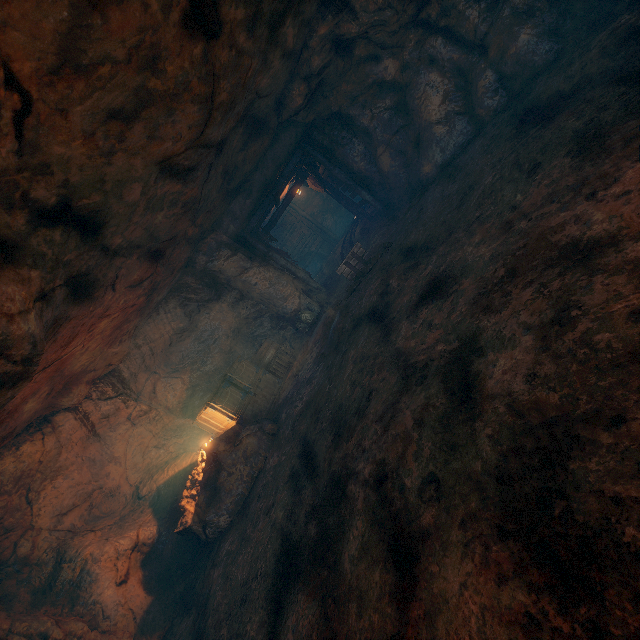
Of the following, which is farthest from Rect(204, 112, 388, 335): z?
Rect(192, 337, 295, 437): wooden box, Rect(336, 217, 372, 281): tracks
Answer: Rect(192, 337, 295, 437): wooden box

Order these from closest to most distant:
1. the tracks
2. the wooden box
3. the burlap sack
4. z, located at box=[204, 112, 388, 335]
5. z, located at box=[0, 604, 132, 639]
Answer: the burlap sack
z, located at box=[0, 604, 132, 639]
the wooden box
the tracks
z, located at box=[204, 112, 388, 335]

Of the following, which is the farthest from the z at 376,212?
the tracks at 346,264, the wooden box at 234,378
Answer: the wooden box at 234,378

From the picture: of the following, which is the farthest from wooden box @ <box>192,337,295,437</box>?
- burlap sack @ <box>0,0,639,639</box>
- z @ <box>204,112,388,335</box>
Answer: z @ <box>204,112,388,335</box>

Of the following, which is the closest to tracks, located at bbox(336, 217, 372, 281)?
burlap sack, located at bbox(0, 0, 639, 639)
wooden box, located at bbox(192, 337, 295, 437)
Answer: burlap sack, located at bbox(0, 0, 639, 639)

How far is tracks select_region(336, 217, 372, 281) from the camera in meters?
10.3 m

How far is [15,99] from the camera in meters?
2.7 m

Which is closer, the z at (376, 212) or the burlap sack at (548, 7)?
the burlap sack at (548, 7)
